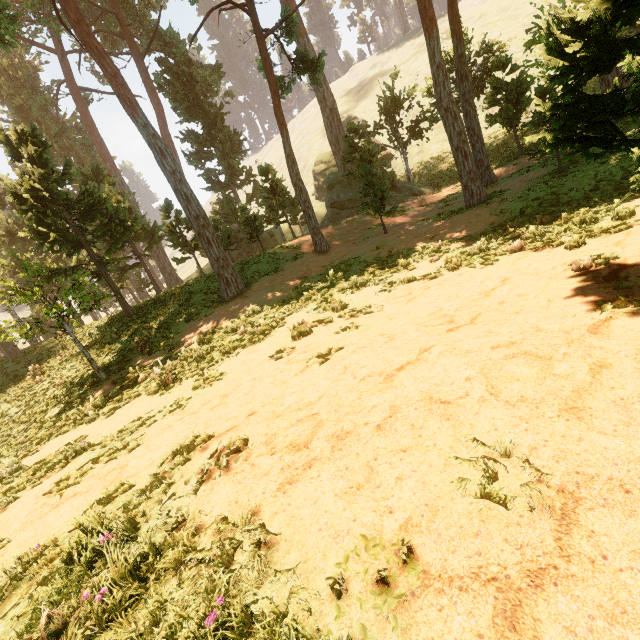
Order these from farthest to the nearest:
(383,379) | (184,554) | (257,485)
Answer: (383,379) < (257,485) < (184,554)
